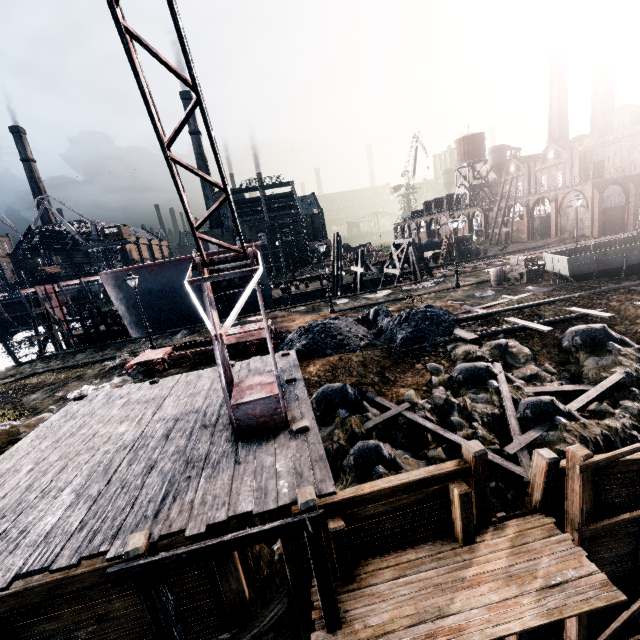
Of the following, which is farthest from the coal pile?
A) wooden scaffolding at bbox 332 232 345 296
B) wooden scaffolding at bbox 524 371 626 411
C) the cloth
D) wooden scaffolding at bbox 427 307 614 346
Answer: wooden scaffolding at bbox 332 232 345 296

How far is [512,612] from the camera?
5.99m

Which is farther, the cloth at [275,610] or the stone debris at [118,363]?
the stone debris at [118,363]

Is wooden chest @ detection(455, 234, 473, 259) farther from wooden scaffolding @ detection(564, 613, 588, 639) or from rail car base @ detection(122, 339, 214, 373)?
wooden scaffolding @ detection(564, 613, 588, 639)

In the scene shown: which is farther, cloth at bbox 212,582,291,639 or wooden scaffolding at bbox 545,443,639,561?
wooden scaffolding at bbox 545,443,639,561

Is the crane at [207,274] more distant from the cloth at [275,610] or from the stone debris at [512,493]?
the cloth at [275,610]

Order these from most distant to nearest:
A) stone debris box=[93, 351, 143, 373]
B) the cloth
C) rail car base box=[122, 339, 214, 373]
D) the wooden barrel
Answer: the wooden barrel
stone debris box=[93, 351, 143, 373]
rail car base box=[122, 339, 214, 373]
the cloth

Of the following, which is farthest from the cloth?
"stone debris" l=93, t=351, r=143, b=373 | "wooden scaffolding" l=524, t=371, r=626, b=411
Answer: "stone debris" l=93, t=351, r=143, b=373
